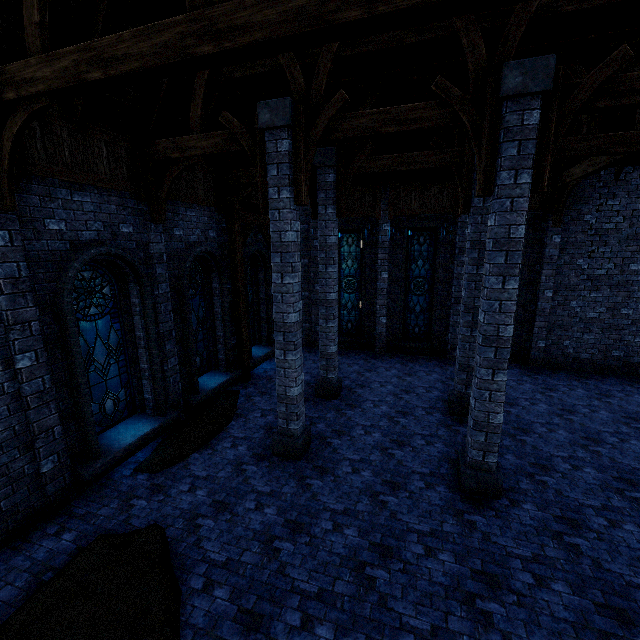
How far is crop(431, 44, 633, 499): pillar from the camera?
4.7 meters

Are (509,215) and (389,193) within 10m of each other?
yes

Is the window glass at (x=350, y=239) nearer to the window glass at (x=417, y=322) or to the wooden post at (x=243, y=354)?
the window glass at (x=417, y=322)

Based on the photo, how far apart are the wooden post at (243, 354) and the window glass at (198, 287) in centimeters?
80cm

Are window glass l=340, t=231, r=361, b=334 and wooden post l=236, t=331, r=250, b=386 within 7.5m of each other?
yes

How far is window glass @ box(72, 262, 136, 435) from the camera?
6.6m

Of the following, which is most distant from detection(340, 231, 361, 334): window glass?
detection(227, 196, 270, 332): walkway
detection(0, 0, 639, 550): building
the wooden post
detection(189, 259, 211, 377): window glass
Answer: detection(189, 259, 211, 377): window glass

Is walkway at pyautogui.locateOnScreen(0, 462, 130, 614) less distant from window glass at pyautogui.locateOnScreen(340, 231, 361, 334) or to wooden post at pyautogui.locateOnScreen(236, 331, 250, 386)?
wooden post at pyautogui.locateOnScreen(236, 331, 250, 386)
